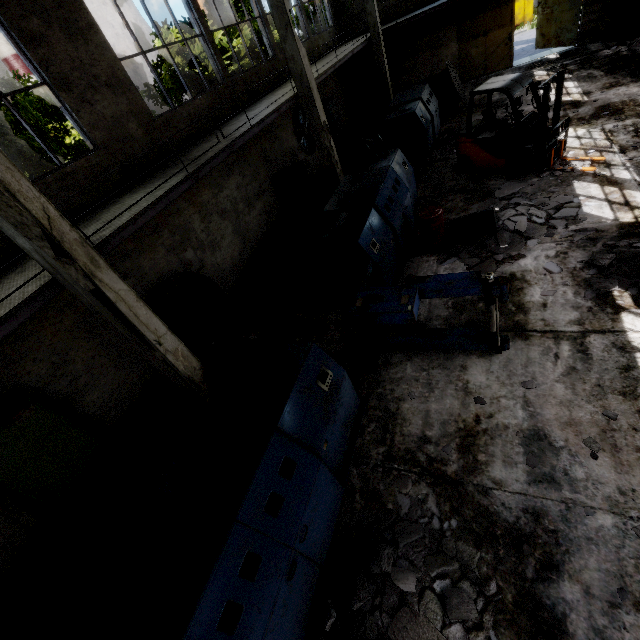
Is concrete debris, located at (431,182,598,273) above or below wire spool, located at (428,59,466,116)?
below

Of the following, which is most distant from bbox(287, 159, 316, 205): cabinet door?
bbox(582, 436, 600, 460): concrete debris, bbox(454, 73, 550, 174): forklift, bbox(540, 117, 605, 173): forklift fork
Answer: bbox(582, 436, 600, 460): concrete debris

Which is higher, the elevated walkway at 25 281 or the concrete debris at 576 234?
the elevated walkway at 25 281

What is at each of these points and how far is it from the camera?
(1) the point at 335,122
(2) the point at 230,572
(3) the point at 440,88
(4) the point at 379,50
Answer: (1) power box, 17.08m
(2) cable machine, 3.23m
(3) wire spool, 14.66m
(4) column, 16.34m

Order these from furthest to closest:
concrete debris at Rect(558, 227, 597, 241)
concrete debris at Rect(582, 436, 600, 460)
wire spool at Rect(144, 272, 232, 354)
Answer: wire spool at Rect(144, 272, 232, 354)
concrete debris at Rect(558, 227, 597, 241)
concrete debris at Rect(582, 436, 600, 460)

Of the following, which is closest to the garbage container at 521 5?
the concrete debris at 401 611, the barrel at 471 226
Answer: the barrel at 471 226

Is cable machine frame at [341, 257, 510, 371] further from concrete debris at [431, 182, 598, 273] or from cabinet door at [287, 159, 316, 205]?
cabinet door at [287, 159, 316, 205]

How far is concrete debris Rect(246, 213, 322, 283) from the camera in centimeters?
1027cm
